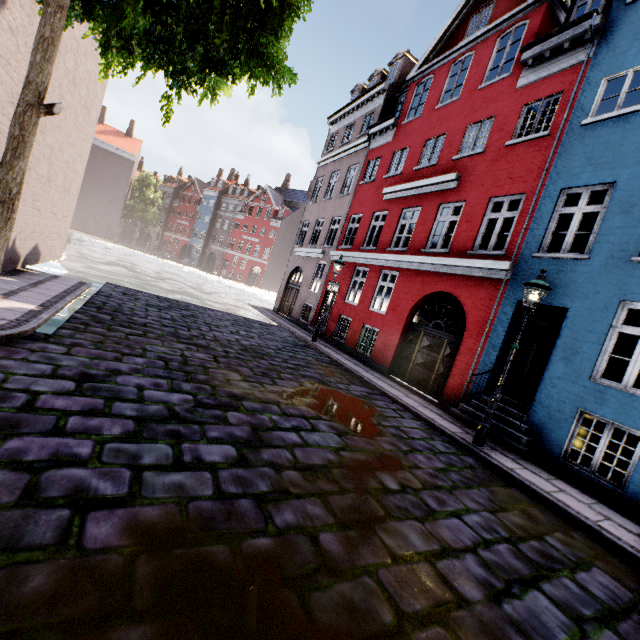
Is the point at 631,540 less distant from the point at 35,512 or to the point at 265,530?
the point at 265,530

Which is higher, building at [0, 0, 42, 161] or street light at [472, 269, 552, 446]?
building at [0, 0, 42, 161]

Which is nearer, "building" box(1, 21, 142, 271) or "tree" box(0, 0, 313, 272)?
"tree" box(0, 0, 313, 272)

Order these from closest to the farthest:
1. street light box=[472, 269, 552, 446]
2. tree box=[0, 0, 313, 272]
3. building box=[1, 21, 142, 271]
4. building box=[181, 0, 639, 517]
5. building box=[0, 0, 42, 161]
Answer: tree box=[0, 0, 313, 272] < building box=[0, 0, 42, 161] < street light box=[472, 269, 552, 446] < building box=[181, 0, 639, 517] < building box=[1, 21, 142, 271]

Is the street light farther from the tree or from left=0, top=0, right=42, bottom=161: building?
the tree

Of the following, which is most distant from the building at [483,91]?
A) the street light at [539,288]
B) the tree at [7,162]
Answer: the tree at [7,162]
